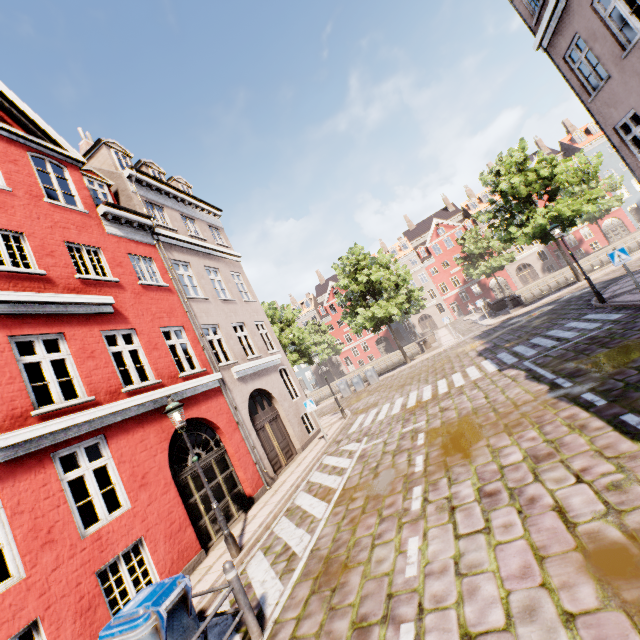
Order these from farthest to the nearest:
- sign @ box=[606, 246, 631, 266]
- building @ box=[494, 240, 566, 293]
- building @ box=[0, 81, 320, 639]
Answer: building @ box=[494, 240, 566, 293], sign @ box=[606, 246, 631, 266], building @ box=[0, 81, 320, 639]

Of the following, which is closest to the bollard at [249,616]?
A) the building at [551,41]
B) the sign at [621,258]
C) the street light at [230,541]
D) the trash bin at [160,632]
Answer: the trash bin at [160,632]

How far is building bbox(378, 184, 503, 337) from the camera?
50.2 meters

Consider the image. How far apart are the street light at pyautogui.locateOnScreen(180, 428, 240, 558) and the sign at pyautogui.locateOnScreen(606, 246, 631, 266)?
13.6m

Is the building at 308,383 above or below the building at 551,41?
below

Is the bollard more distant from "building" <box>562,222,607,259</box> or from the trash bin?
"building" <box>562,222,607,259</box>

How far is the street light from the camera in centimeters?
726cm

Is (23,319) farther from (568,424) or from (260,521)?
(568,424)
